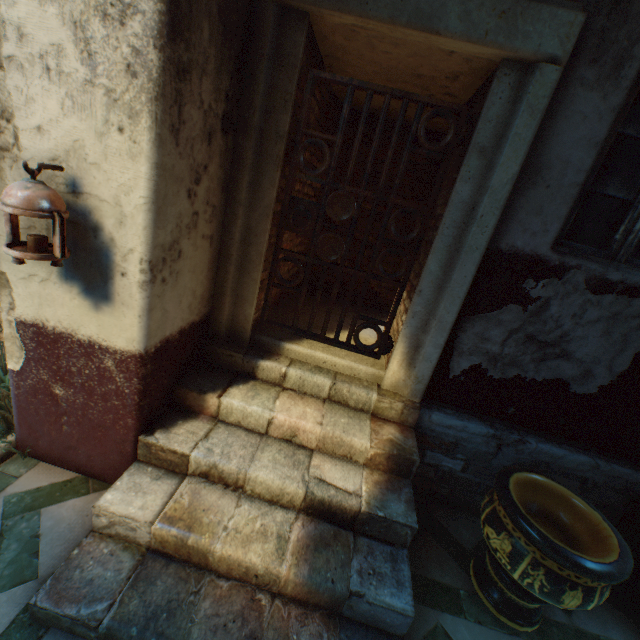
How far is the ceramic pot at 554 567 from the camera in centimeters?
188cm

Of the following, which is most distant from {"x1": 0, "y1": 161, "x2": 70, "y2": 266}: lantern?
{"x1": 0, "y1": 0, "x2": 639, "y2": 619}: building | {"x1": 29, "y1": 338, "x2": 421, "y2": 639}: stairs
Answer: {"x1": 29, "y1": 338, "x2": 421, "y2": 639}: stairs

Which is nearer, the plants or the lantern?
the lantern

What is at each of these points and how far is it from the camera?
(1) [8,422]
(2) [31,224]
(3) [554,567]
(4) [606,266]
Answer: (1) plants, 2.60m
(2) building, 1.84m
(3) ceramic pot, 1.91m
(4) building, 2.38m

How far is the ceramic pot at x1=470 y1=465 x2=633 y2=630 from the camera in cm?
188

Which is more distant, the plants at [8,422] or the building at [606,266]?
the plants at [8,422]

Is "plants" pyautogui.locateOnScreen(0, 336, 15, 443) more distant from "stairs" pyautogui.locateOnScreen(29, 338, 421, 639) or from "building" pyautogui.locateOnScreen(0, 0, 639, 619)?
"stairs" pyautogui.locateOnScreen(29, 338, 421, 639)

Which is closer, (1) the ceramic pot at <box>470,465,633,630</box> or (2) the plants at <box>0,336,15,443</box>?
(1) the ceramic pot at <box>470,465,633,630</box>
